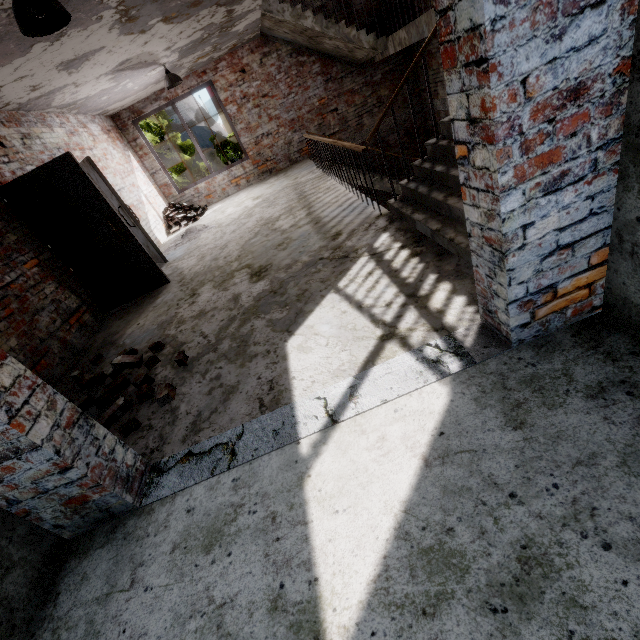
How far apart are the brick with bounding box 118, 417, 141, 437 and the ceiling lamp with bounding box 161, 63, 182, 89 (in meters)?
7.56

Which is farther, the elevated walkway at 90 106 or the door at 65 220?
the door at 65 220

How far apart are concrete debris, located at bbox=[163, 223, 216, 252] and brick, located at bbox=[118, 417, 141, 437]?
5.7m

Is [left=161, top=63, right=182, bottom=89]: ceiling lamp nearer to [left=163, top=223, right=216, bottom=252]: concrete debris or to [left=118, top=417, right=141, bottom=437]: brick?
[left=163, top=223, right=216, bottom=252]: concrete debris

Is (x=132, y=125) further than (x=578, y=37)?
Yes

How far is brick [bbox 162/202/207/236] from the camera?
9.2 meters

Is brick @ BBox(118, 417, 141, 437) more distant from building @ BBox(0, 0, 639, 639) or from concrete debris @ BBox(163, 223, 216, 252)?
concrete debris @ BBox(163, 223, 216, 252)

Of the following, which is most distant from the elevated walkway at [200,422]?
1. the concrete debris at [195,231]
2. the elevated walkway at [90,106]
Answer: the elevated walkway at [90,106]
